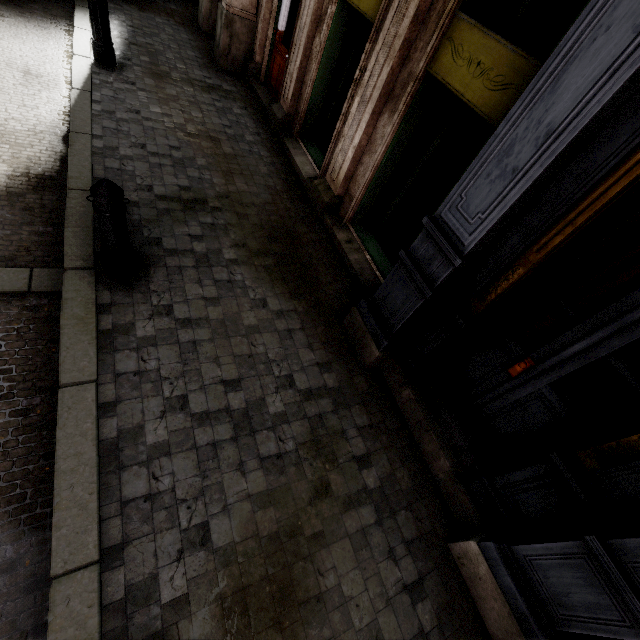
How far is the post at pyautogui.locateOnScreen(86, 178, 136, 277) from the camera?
2.59m

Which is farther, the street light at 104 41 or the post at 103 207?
the street light at 104 41

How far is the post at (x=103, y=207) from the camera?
2.6m

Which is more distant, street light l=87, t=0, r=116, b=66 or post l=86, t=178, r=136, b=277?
street light l=87, t=0, r=116, b=66

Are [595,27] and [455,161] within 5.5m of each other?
no
